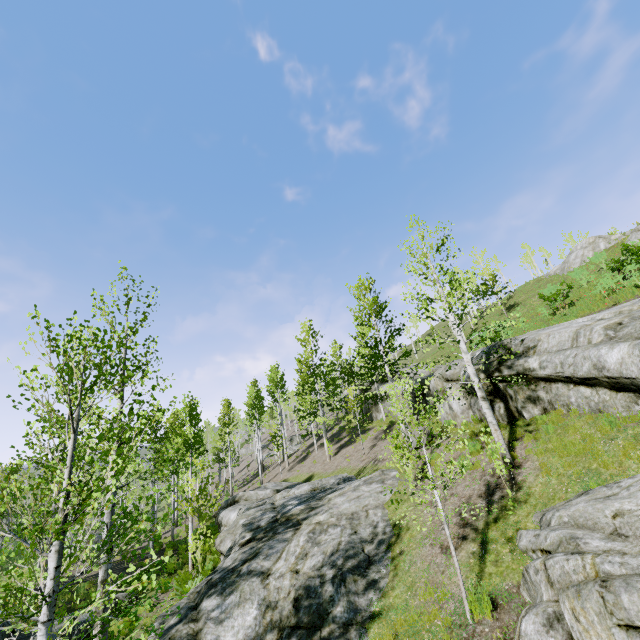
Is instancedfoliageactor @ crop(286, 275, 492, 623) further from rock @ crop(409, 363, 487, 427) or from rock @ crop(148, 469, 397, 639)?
rock @ crop(409, 363, 487, 427)

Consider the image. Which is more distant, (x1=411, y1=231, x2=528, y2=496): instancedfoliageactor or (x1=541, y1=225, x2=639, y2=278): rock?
(x1=541, y1=225, x2=639, y2=278): rock

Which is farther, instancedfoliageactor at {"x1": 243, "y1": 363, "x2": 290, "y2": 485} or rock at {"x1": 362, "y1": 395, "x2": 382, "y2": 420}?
instancedfoliageactor at {"x1": 243, "y1": 363, "x2": 290, "y2": 485}

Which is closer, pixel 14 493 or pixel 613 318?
pixel 14 493

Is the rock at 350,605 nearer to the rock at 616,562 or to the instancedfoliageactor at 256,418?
the instancedfoliageactor at 256,418

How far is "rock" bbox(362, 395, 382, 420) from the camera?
27.6 meters

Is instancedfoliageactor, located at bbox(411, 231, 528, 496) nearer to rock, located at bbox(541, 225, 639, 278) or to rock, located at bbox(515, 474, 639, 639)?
rock, located at bbox(515, 474, 639, 639)

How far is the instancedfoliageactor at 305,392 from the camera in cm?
685
